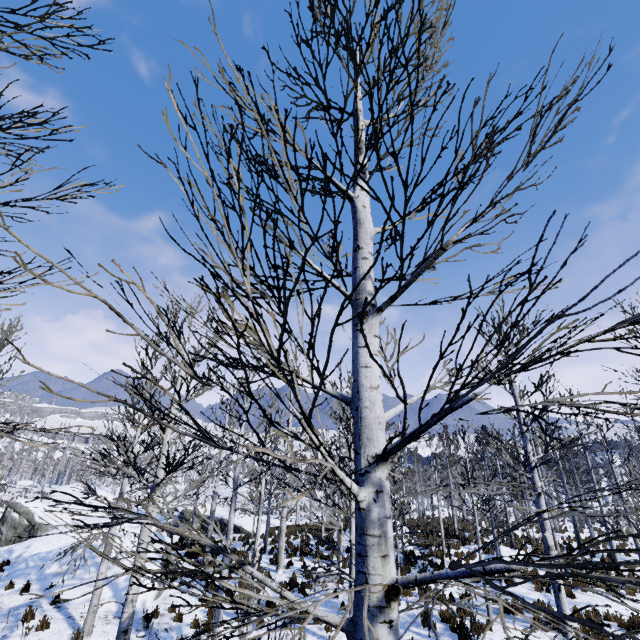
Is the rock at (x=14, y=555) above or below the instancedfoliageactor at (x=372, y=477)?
below

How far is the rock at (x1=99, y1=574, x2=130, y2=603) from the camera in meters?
11.1

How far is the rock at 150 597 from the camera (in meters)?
11.17

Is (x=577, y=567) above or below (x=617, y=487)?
below

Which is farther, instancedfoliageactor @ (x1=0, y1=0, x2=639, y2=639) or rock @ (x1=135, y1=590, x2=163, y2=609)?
rock @ (x1=135, y1=590, x2=163, y2=609)

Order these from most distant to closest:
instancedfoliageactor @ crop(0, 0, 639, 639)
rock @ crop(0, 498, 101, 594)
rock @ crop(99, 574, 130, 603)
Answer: rock @ crop(0, 498, 101, 594) → rock @ crop(99, 574, 130, 603) → instancedfoliageactor @ crop(0, 0, 639, 639)
